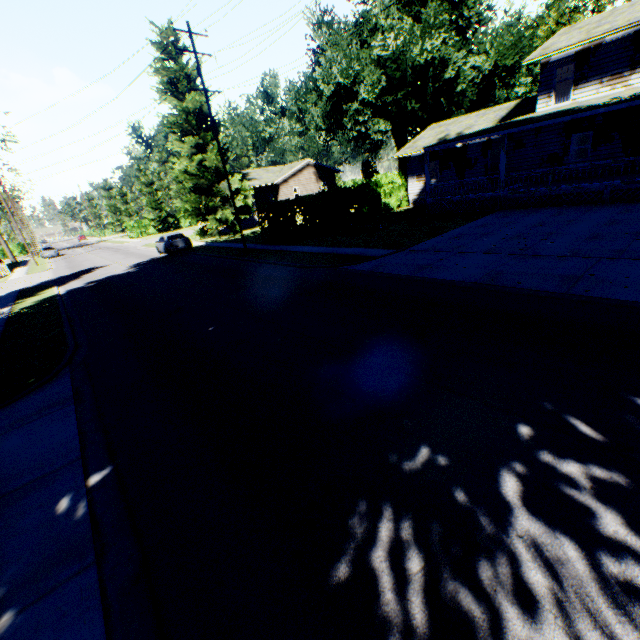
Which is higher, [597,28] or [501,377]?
[597,28]

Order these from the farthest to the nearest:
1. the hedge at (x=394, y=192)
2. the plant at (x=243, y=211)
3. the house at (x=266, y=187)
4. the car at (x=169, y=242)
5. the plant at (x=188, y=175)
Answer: the house at (x=266, y=187) < the plant at (x=243, y=211) < the plant at (x=188, y=175) < the car at (x=169, y=242) < the hedge at (x=394, y=192)

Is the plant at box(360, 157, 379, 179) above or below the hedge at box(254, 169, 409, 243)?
above

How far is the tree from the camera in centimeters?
5438cm

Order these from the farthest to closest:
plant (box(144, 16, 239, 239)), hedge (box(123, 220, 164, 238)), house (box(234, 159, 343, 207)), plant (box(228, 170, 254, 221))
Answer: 1. hedge (box(123, 220, 164, 238))
2. house (box(234, 159, 343, 207))
3. plant (box(228, 170, 254, 221))
4. plant (box(144, 16, 239, 239))

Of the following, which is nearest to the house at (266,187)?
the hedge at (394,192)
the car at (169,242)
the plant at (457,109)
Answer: the plant at (457,109)

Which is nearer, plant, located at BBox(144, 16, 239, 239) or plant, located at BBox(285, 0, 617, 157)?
plant, located at BBox(144, 16, 239, 239)

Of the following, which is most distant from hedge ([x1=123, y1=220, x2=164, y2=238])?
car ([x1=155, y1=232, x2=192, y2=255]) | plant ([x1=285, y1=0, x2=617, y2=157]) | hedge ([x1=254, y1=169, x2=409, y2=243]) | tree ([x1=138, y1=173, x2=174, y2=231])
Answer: hedge ([x1=254, y1=169, x2=409, y2=243])
